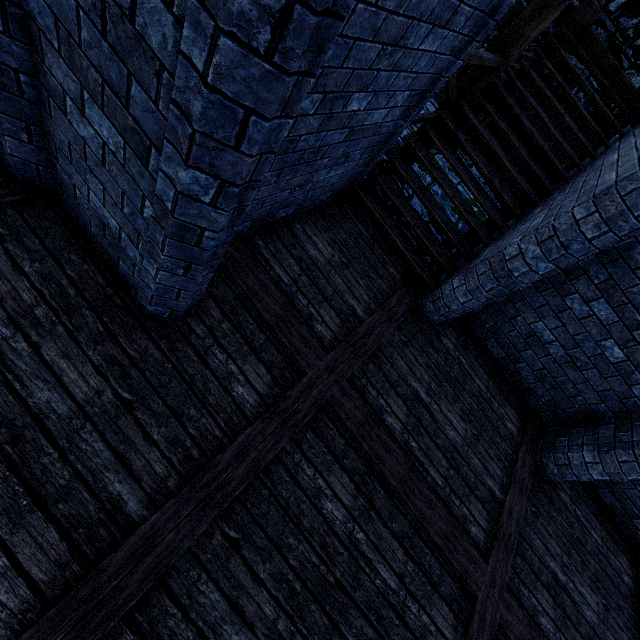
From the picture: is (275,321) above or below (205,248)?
below

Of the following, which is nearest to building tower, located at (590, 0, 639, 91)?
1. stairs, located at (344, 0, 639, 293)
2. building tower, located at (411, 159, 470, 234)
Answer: stairs, located at (344, 0, 639, 293)

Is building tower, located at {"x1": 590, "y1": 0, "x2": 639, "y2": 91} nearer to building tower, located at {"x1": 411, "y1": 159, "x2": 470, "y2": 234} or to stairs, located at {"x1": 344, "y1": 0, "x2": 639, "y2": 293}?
stairs, located at {"x1": 344, "y1": 0, "x2": 639, "y2": 293}

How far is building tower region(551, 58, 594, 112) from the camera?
8.2 meters

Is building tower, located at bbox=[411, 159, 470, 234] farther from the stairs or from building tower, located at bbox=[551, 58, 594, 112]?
building tower, located at bbox=[551, 58, 594, 112]

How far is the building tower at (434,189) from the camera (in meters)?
6.72

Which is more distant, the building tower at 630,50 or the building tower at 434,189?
the building tower at 630,50

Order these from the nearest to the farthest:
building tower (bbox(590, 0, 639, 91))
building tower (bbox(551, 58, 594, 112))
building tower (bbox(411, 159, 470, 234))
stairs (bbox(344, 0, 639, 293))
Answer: stairs (bbox(344, 0, 639, 293))
building tower (bbox(411, 159, 470, 234))
building tower (bbox(590, 0, 639, 91))
building tower (bbox(551, 58, 594, 112))
